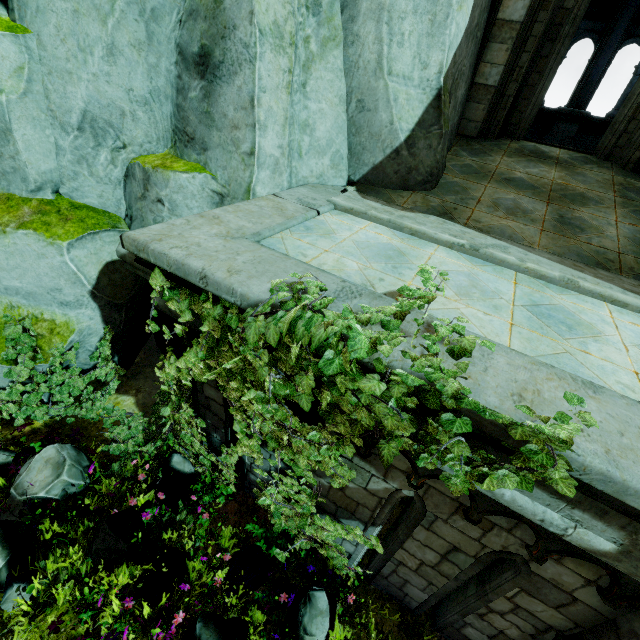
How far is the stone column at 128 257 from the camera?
3.7m

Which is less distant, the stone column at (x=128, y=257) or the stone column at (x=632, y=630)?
the stone column at (x=632, y=630)

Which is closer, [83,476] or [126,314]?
[83,476]

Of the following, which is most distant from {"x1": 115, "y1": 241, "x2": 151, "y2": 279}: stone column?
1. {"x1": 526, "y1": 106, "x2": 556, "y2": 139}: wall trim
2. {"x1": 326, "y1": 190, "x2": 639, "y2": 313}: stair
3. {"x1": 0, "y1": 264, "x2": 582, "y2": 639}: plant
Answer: {"x1": 526, "y1": 106, "x2": 556, "y2": 139}: wall trim

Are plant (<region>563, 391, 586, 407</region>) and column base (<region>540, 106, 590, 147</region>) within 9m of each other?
no

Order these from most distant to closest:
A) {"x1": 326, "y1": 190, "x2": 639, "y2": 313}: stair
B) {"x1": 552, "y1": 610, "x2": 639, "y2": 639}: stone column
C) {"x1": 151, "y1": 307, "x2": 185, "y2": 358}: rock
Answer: {"x1": 151, "y1": 307, "x2": 185, "y2": 358}: rock < {"x1": 326, "y1": 190, "x2": 639, "y2": 313}: stair < {"x1": 552, "y1": 610, "x2": 639, "y2": 639}: stone column

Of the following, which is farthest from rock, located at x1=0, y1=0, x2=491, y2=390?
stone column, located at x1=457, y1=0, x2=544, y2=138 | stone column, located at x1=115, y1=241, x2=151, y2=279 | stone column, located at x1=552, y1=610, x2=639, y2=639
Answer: stone column, located at x1=552, y1=610, x2=639, y2=639

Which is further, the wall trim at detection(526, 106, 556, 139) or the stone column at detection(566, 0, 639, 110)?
the wall trim at detection(526, 106, 556, 139)
